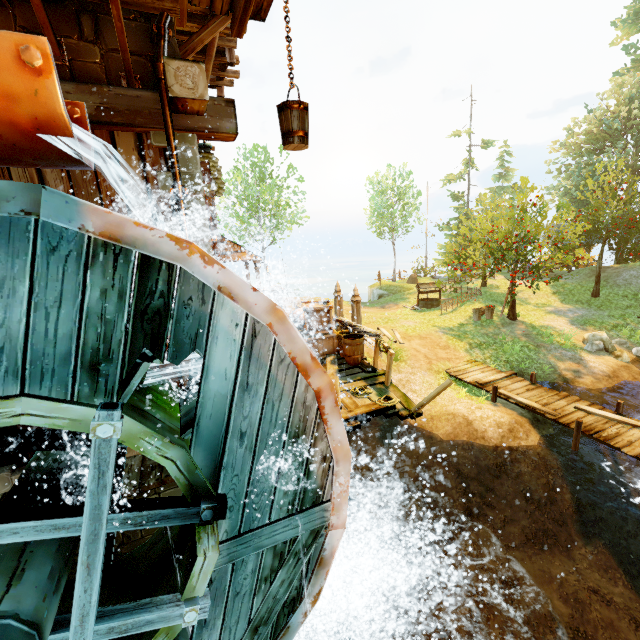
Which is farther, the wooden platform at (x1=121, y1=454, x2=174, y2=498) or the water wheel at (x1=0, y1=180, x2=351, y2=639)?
the wooden platform at (x1=121, y1=454, x2=174, y2=498)

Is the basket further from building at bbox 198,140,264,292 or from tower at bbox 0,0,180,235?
building at bbox 198,140,264,292

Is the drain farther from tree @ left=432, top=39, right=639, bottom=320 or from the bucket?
tree @ left=432, top=39, right=639, bottom=320

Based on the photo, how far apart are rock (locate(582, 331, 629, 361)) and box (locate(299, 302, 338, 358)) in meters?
12.3

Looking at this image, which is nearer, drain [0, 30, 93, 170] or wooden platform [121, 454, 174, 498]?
drain [0, 30, 93, 170]

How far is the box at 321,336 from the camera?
9.0m

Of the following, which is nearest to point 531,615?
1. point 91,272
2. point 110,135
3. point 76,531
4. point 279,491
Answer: point 279,491

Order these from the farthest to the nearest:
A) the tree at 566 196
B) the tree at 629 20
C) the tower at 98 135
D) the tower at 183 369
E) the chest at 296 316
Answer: the tree at 629 20, the tree at 566 196, the chest at 296 316, the tower at 183 369, the tower at 98 135
